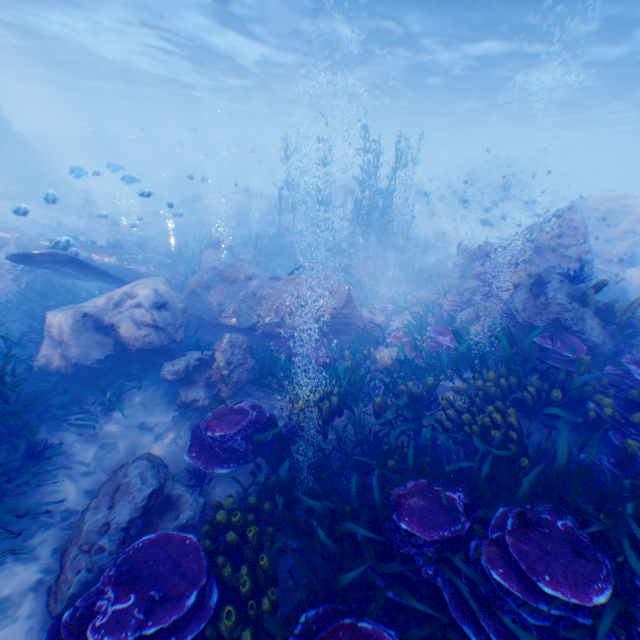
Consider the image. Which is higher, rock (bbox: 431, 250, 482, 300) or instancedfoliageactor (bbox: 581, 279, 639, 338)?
instancedfoliageactor (bbox: 581, 279, 639, 338)

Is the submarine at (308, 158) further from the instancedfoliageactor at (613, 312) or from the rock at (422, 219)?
the instancedfoliageactor at (613, 312)

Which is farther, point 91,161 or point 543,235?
point 91,161

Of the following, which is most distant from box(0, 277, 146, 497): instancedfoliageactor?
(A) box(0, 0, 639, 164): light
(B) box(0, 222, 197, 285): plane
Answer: (A) box(0, 0, 639, 164): light

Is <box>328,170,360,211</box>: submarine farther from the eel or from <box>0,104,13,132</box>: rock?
the eel

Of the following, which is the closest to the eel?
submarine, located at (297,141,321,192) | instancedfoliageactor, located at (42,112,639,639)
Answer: instancedfoliageactor, located at (42,112,639,639)

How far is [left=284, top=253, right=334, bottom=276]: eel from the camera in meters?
11.6 m

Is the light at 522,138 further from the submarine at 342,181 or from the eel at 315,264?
the eel at 315,264
